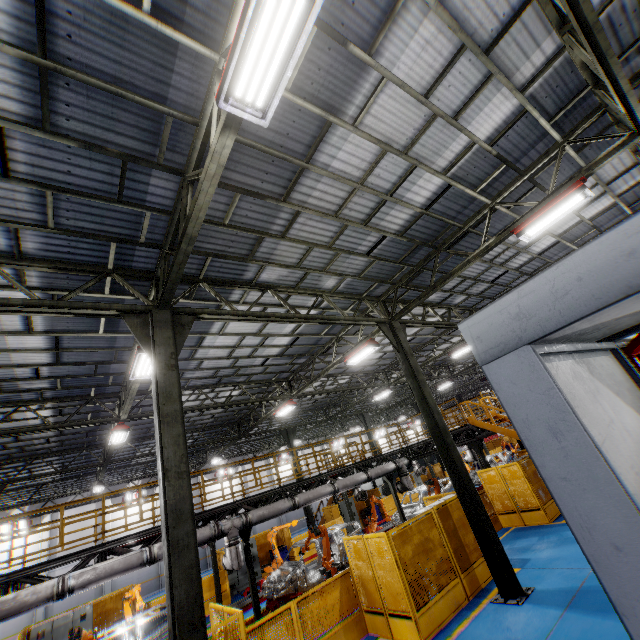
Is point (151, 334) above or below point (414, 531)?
above

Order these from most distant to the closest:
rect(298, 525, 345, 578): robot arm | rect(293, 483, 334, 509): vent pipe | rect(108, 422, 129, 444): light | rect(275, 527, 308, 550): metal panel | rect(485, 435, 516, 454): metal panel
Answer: rect(485, 435, 516, 454): metal panel
rect(275, 527, 308, 550): metal panel
rect(293, 483, 334, 509): vent pipe
rect(108, 422, 129, 444): light
rect(298, 525, 345, 578): robot arm

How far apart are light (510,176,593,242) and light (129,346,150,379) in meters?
9.1

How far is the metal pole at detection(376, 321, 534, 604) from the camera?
8.12m

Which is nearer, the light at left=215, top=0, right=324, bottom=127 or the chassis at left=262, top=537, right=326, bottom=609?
the light at left=215, top=0, right=324, bottom=127

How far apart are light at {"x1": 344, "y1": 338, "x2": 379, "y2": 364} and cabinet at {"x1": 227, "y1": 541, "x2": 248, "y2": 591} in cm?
1378

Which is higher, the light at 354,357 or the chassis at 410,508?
the light at 354,357

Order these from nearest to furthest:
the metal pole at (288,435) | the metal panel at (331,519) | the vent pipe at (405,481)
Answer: the vent pipe at (405,481), the metal panel at (331,519), the metal pole at (288,435)
